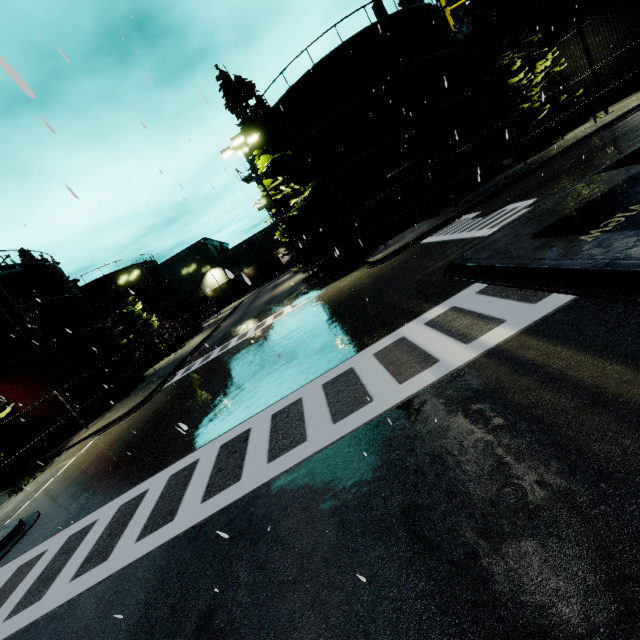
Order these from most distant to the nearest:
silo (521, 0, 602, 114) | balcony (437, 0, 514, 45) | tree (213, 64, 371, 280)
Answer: silo (521, 0, 602, 114) < tree (213, 64, 371, 280) < balcony (437, 0, 514, 45)

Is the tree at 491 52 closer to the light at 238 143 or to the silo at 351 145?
the light at 238 143

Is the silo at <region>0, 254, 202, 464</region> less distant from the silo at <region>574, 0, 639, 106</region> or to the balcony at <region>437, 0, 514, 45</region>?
the silo at <region>574, 0, 639, 106</region>

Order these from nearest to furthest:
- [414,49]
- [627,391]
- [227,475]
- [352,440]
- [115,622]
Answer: [627,391] < [115,622] < [352,440] < [227,475] < [414,49]

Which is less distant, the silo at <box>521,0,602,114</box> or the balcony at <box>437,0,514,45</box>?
the balcony at <box>437,0,514,45</box>

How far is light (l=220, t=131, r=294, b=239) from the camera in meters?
18.4 m

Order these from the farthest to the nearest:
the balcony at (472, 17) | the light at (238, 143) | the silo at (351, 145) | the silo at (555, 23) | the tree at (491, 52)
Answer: the silo at (555, 23)
the tree at (491, 52)
the silo at (351, 145)
the light at (238, 143)
the balcony at (472, 17)

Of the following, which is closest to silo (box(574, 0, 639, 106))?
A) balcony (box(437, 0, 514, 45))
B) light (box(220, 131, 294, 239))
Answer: balcony (box(437, 0, 514, 45))
